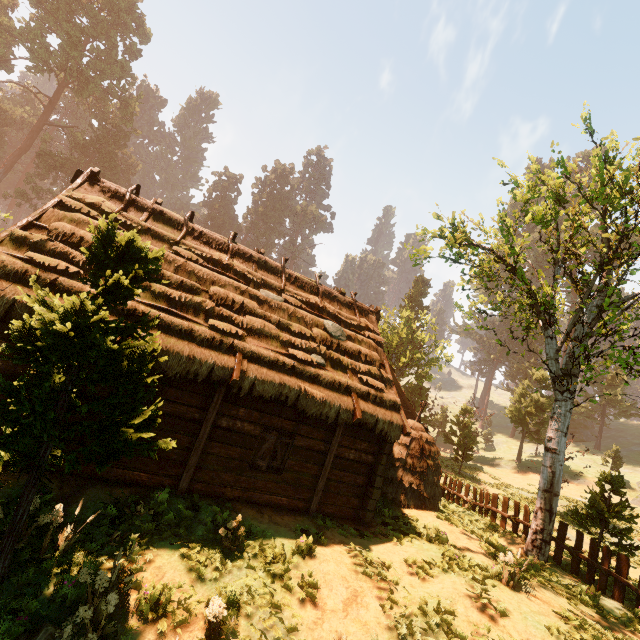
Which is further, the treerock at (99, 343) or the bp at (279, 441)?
the bp at (279, 441)

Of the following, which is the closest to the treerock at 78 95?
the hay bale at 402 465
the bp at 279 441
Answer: the hay bale at 402 465

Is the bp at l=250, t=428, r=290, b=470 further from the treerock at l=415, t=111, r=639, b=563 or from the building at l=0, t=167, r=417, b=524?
the treerock at l=415, t=111, r=639, b=563

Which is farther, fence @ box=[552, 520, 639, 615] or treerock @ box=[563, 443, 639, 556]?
treerock @ box=[563, 443, 639, 556]

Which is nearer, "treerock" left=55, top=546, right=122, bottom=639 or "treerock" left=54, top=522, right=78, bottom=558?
"treerock" left=55, top=546, right=122, bottom=639

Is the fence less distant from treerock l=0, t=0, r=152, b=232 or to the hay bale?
treerock l=0, t=0, r=152, b=232

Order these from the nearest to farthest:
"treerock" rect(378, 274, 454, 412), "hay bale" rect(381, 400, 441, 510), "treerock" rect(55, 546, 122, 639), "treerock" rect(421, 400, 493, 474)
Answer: "treerock" rect(55, 546, 122, 639), "hay bale" rect(381, 400, 441, 510), "treerock" rect(421, 400, 493, 474), "treerock" rect(378, 274, 454, 412)

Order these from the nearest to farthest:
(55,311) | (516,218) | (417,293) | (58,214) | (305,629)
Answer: (55,311) → (305,629) → (58,214) → (516,218) → (417,293)
